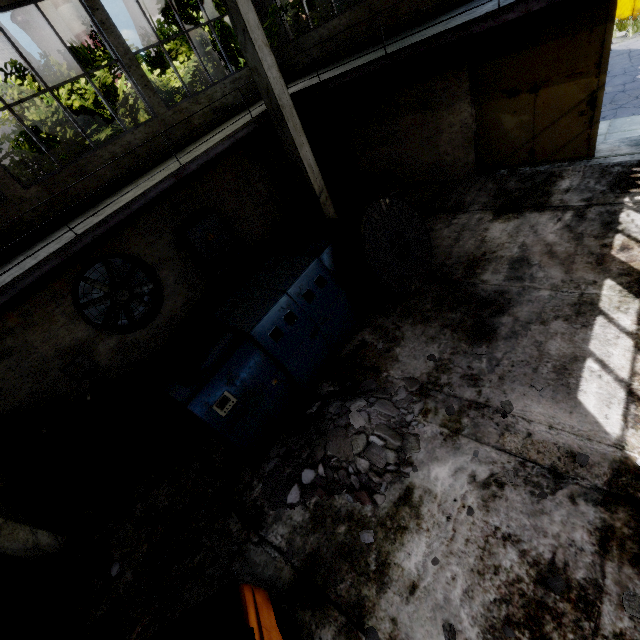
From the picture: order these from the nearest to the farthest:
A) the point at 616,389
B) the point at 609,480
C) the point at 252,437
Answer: the point at 609,480 → the point at 616,389 → the point at 252,437

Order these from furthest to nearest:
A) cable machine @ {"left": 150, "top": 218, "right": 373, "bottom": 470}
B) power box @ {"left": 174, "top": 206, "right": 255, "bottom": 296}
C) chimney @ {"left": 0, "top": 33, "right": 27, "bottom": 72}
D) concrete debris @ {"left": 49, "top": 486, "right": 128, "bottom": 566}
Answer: chimney @ {"left": 0, "top": 33, "right": 27, "bottom": 72} < power box @ {"left": 174, "top": 206, "right": 255, "bottom": 296} < concrete debris @ {"left": 49, "top": 486, "right": 128, "bottom": 566} < cable machine @ {"left": 150, "top": 218, "right": 373, "bottom": 470}

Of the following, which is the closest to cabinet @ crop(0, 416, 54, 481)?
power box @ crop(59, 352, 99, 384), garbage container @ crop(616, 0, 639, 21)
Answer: power box @ crop(59, 352, 99, 384)

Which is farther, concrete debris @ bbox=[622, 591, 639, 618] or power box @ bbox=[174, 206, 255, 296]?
power box @ bbox=[174, 206, 255, 296]

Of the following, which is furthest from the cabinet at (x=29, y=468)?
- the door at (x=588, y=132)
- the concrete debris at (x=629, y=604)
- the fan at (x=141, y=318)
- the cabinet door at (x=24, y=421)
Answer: the door at (x=588, y=132)

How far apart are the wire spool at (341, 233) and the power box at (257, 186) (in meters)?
5.50

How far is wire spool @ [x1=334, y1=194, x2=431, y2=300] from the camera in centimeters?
618cm

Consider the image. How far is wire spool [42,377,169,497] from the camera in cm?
540
